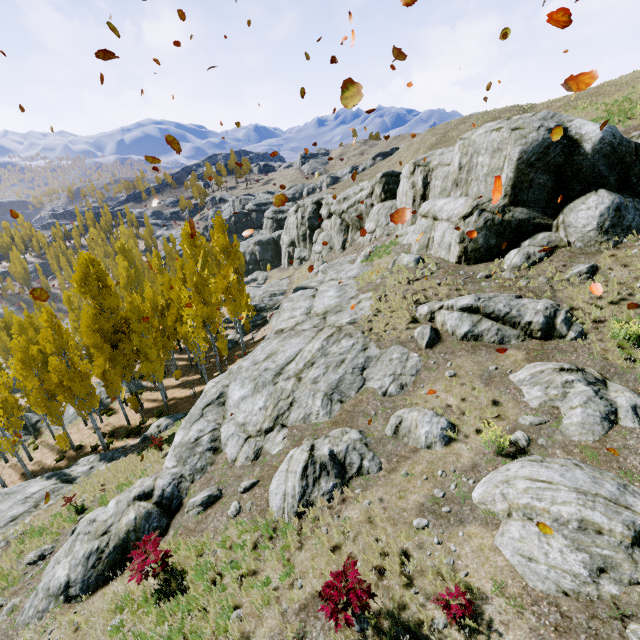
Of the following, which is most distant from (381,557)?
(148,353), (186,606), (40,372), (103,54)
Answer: (40,372)

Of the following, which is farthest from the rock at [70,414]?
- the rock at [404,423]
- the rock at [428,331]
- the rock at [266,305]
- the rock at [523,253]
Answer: the rock at [404,423]

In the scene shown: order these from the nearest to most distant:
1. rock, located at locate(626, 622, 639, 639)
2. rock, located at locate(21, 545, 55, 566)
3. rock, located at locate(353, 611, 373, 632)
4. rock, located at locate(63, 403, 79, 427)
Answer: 1. rock, located at locate(626, 622, 639, 639)
2. rock, located at locate(353, 611, 373, 632)
3. rock, located at locate(21, 545, 55, 566)
4. rock, located at locate(63, 403, 79, 427)

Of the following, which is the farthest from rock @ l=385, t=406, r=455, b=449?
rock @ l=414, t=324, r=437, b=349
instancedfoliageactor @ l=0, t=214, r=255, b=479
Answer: instancedfoliageactor @ l=0, t=214, r=255, b=479

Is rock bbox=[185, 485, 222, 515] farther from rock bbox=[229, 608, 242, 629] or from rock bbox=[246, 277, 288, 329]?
rock bbox=[246, 277, 288, 329]

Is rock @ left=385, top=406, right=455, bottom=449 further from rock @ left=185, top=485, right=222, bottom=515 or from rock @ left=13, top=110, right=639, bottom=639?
rock @ left=13, top=110, right=639, bottom=639

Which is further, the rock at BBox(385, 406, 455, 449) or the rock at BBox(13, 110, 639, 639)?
the rock at BBox(13, 110, 639, 639)

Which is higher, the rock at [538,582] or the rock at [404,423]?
the rock at [538,582]
